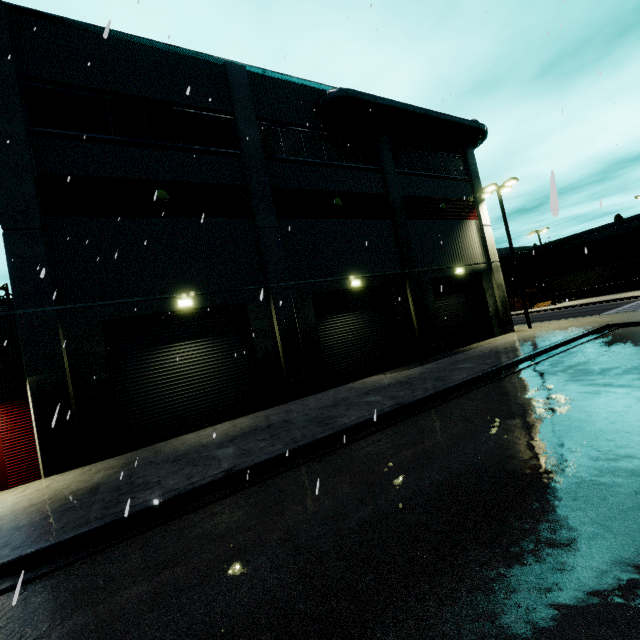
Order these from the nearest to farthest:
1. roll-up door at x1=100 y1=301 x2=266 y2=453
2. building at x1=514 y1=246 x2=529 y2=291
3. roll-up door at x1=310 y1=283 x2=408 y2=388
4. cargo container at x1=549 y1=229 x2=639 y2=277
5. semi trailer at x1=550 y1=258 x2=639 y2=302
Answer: roll-up door at x1=100 y1=301 x2=266 y2=453
roll-up door at x1=310 y1=283 x2=408 y2=388
semi trailer at x1=550 y1=258 x2=639 y2=302
cargo container at x1=549 y1=229 x2=639 y2=277
building at x1=514 y1=246 x2=529 y2=291

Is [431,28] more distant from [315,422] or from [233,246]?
[315,422]

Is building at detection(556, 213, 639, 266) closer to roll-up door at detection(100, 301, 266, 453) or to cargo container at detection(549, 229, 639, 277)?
roll-up door at detection(100, 301, 266, 453)

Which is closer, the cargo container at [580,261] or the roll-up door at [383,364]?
the roll-up door at [383,364]

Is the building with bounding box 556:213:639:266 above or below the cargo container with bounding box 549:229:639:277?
above

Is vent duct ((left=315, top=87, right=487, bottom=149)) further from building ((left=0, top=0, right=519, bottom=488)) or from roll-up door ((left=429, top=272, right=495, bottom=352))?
roll-up door ((left=429, top=272, right=495, bottom=352))

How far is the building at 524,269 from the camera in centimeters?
5866cm
